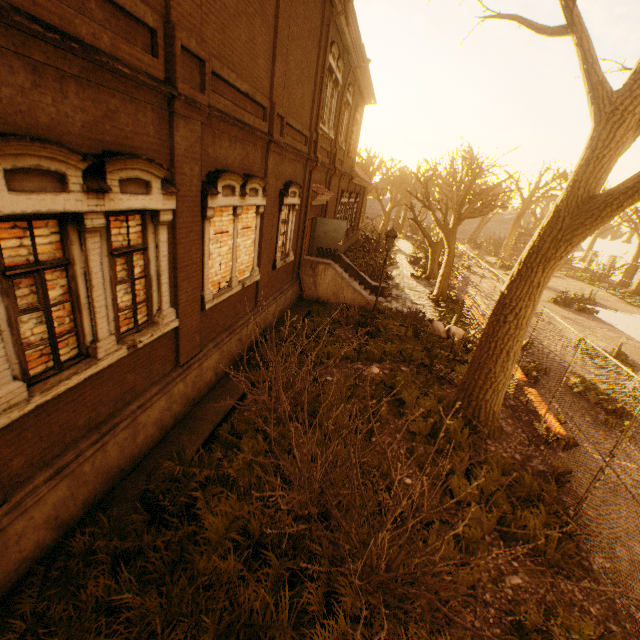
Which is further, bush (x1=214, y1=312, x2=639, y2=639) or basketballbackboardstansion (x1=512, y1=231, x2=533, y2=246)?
basketballbackboardstansion (x1=512, y1=231, x2=533, y2=246)

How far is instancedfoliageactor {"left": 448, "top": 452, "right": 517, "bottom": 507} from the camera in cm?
596

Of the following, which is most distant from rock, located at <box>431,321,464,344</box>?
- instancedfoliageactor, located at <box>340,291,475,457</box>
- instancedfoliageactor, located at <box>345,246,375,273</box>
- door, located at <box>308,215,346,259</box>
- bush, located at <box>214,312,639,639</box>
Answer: bush, located at <box>214,312,639,639</box>

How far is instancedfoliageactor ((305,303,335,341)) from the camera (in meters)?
11.28

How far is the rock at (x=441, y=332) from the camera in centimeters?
1316cm

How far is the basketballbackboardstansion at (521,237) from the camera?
29.77m

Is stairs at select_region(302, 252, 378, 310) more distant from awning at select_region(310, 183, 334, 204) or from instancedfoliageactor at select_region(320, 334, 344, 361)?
awning at select_region(310, 183, 334, 204)

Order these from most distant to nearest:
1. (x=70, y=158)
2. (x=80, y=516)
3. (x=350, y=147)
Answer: (x=350, y=147) → (x=80, y=516) → (x=70, y=158)
